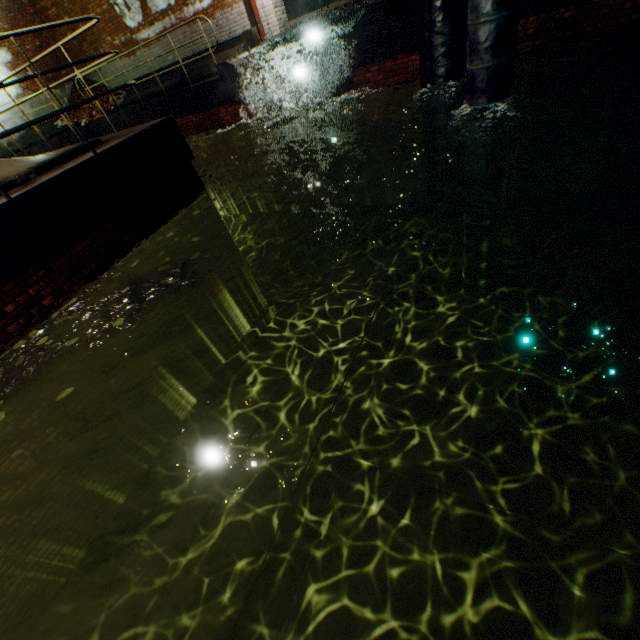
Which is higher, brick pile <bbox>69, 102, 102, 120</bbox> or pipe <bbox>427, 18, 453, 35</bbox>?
brick pile <bbox>69, 102, 102, 120</bbox>

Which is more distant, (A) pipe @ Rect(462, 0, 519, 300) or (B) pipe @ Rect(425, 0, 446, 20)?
(B) pipe @ Rect(425, 0, 446, 20)

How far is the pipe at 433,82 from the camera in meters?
6.4

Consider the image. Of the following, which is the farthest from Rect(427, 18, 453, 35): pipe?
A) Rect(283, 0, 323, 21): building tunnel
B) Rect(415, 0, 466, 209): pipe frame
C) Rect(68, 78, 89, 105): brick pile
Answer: Rect(68, 78, 89, 105): brick pile

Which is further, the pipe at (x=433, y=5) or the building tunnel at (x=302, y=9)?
the building tunnel at (x=302, y=9)

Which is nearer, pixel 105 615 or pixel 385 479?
pixel 105 615

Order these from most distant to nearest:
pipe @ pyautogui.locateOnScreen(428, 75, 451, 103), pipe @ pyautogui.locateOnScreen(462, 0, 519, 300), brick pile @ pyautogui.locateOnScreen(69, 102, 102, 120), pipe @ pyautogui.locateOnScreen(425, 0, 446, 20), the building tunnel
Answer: brick pile @ pyautogui.locateOnScreen(69, 102, 102, 120), the building tunnel, pipe @ pyautogui.locateOnScreen(428, 75, 451, 103), pipe @ pyautogui.locateOnScreen(425, 0, 446, 20), pipe @ pyautogui.locateOnScreen(462, 0, 519, 300)

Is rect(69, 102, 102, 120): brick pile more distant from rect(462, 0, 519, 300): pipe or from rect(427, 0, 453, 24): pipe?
rect(462, 0, 519, 300): pipe
